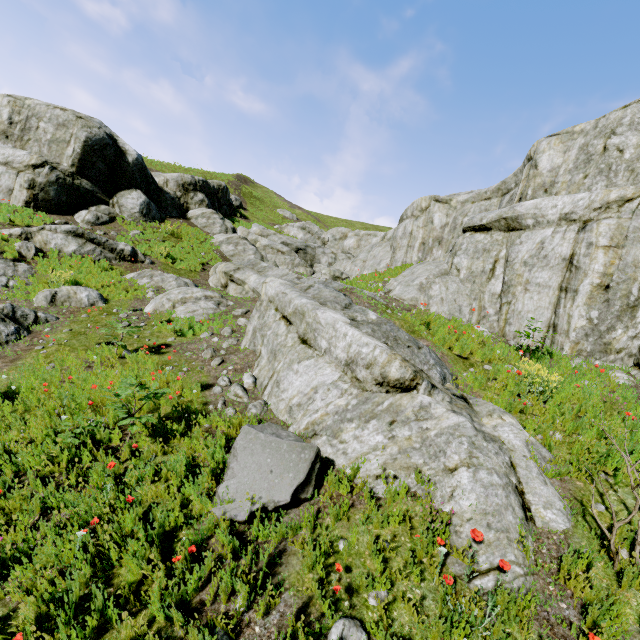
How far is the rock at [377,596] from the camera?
3.3m

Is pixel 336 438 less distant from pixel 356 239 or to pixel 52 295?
pixel 52 295

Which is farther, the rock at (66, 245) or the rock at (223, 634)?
the rock at (66, 245)

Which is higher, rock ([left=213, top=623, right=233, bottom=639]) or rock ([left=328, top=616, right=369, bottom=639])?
rock ([left=328, top=616, right=369, bottom=639])

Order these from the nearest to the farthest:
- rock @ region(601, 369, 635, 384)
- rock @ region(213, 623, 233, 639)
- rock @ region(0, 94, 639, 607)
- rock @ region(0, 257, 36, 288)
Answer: rock @ region(213, 623, 233, 639) → rock @ region(0, 94, 639, 607) → rock @ region(601, 369, 635, 384) → rock @ region(0, 257, 36, 288)

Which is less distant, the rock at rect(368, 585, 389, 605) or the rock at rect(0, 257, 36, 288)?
the rock at rect(368, 585, 389, 605)
